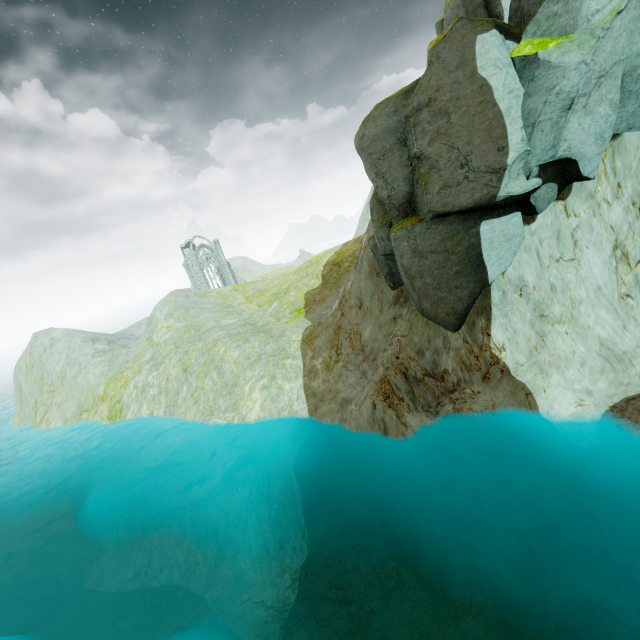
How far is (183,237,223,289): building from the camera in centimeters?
5788cm

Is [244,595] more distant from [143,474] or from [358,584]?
[143,474]

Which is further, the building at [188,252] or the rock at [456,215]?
the building at [188,252]

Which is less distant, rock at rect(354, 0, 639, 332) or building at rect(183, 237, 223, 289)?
rock at rect(354, 0, 639, 332)

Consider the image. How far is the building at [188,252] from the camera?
57.9 meters
